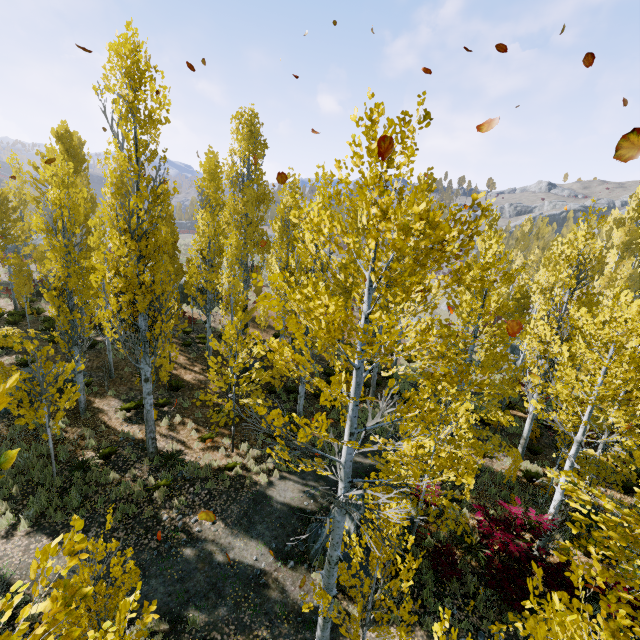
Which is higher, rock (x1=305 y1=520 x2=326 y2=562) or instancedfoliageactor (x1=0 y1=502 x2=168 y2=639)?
instancedfoliageactor (x1=0 y1=502 x2=168 y2=639)

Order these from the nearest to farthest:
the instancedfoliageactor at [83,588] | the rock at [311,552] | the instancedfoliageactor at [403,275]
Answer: the instancedfoliageactor at [83,588], the instancedfoliageactor at [403,275], the rock at [311,552]

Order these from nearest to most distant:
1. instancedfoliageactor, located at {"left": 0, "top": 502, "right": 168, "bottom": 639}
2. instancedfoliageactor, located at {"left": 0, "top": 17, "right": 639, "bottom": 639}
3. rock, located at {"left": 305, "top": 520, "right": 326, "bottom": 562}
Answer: instancedfoliageactor, located at {"left": 0, "top": 502, "right": 168, "bottom": 639}, instancedfoliageactor, located at {"left": 0, "top": 17, "right": 639, "bottom": 639}, rock, located at {"left": 305, "top": 520, "right": 326, "bottom": 562}

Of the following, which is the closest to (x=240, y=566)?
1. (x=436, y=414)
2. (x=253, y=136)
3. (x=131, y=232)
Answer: (x=436, y=414)

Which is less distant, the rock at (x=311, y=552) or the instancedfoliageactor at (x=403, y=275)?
the instancedfoliageactor at (x=403, y=275)

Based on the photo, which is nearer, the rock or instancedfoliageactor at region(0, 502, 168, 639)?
instancedfoliageactor at region(0, 502, 168, 639)

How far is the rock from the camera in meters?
9.4 m
